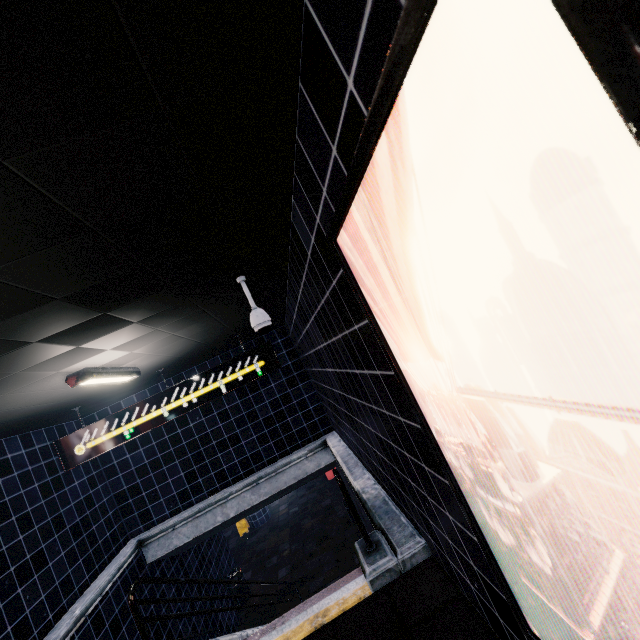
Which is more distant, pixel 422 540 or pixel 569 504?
pixel 422 540
